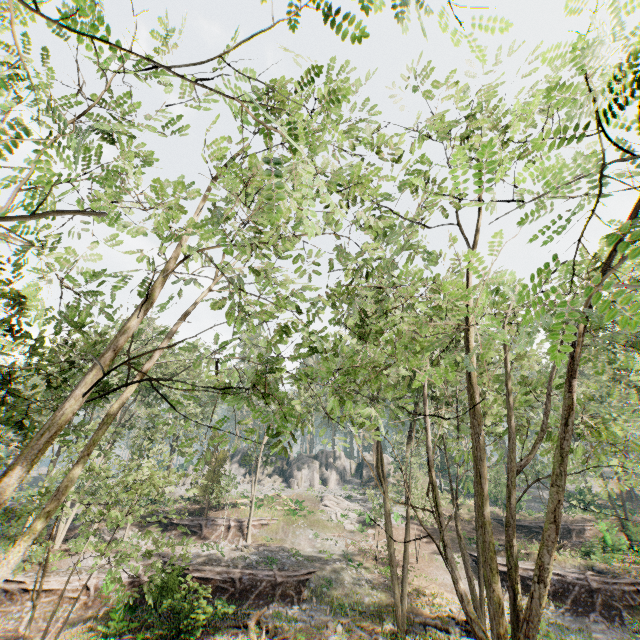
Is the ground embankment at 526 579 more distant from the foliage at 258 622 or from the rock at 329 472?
the rock at 329 472

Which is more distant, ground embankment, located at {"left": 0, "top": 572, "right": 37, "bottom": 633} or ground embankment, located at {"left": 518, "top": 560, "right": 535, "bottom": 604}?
ground embankment, located at {"left": 518, "top": 560, "right": 535, "bottom": 604}

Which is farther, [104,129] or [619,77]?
[104,129]

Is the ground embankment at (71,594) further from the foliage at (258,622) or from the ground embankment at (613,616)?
the foliage at (258,622)

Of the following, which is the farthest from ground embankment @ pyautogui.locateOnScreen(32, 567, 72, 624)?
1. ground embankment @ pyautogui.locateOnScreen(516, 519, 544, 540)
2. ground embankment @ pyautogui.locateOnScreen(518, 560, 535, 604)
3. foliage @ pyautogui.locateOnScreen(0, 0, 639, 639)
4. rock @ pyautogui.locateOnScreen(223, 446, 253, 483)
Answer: rock @ pyautogui.locateOnScreen(223, 446, 253, 483)

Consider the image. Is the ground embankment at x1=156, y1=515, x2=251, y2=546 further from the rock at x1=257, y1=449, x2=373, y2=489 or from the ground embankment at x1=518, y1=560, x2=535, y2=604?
the ground embankment at x1=518, y1=560, x2=535, y2=604

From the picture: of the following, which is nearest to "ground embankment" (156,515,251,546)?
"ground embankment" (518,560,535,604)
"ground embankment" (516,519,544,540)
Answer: "ground embankment" (518,560,535,604)

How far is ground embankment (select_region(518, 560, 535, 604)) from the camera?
23.1m
